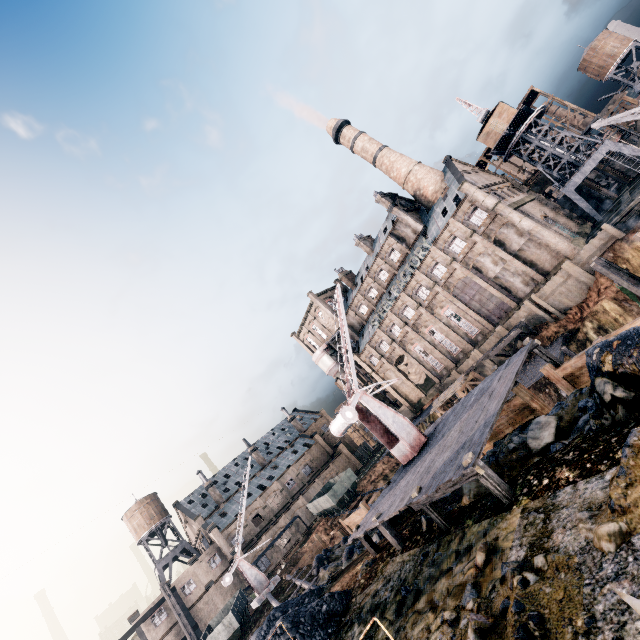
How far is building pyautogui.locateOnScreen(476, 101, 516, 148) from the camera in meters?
45.6 m

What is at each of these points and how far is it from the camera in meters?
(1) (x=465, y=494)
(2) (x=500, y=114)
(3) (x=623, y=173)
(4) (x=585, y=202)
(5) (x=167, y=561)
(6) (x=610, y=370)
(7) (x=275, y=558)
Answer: (1) stone debris, 11.2 m
(2) building, 46.2 m
(3) building, 55.0 m
(4) crane, 46.1 m
(5) water tower, 59.3 m
(6) stone debris, 8.3 m
(7) building, 51.7 m

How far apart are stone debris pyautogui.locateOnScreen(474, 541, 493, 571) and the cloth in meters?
49.8 m

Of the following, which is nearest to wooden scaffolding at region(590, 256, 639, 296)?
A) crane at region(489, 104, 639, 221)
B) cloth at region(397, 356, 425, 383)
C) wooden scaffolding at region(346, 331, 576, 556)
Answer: wooden scaffolding at region(346, 331, 576, 556)

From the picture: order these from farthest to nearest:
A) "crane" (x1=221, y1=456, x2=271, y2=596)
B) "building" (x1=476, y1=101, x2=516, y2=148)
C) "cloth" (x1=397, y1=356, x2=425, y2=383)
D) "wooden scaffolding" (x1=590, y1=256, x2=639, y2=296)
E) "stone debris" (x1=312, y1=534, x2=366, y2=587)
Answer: "cloth" (x1=397, y1=356, x2=425, y2=383), "building" (x1=476, y1=101, x2=516, y2=148), "crane" (x1=221, y1=456, x2=271, y2=596), "wooden scaffolding" (x1=590, y1=256, x2=639, y2=296), "stone debris" (x1=312, y1=534, x2=366, y2=587)

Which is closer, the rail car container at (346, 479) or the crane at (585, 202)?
the rail car container at (346, 479)

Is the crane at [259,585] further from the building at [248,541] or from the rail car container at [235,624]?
the building at [248,541]

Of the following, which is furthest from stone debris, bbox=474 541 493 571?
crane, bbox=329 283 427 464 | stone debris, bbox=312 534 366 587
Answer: crane, bbox=329 283 427 464
